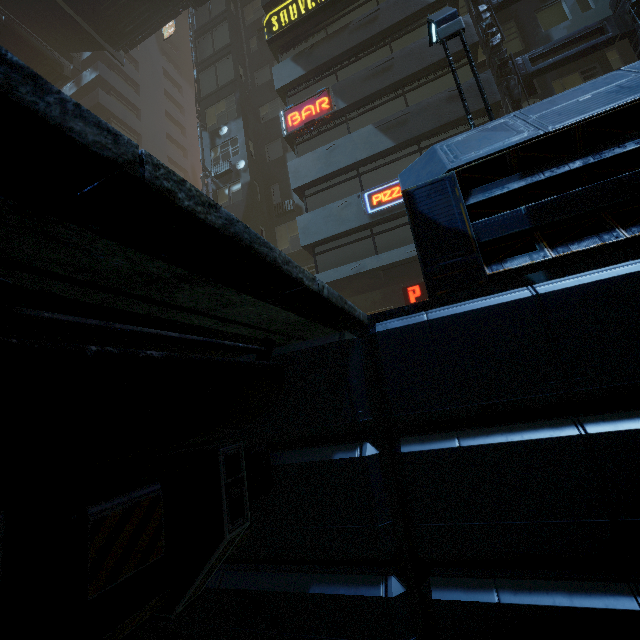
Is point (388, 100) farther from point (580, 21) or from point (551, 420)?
point (551, 420)

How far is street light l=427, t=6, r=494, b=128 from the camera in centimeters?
574cm

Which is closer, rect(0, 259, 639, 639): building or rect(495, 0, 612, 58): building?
rect(0, 259, 639, 639): building

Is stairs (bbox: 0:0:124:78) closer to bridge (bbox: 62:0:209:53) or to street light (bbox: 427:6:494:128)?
bridge (bbox: 62:0:209:53)

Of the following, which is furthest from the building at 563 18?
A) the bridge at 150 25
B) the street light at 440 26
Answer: the street light at 440 26

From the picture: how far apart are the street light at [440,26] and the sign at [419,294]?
8.54m

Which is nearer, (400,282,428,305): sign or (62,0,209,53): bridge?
(400,282,428,305): sign

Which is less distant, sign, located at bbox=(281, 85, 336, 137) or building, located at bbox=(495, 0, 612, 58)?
building, located at bbox=(495, 0, 612, 58)
